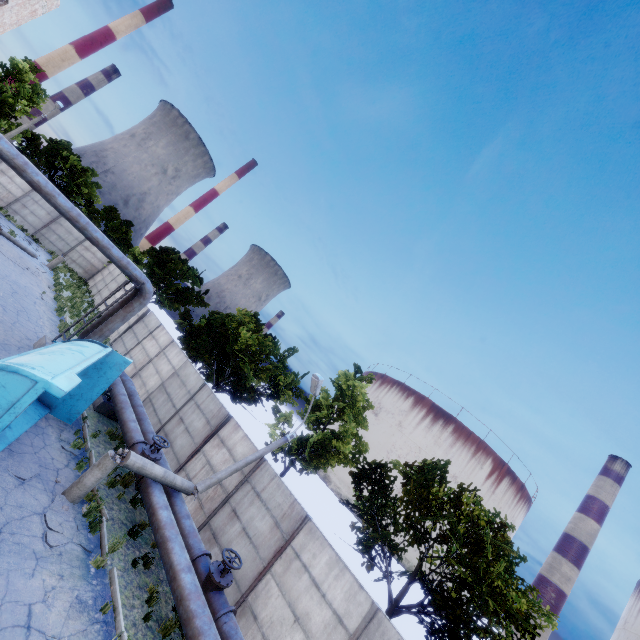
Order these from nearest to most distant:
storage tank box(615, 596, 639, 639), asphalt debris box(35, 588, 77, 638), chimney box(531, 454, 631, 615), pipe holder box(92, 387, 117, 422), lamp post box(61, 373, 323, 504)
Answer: asphalt debris box(35, 588, 77, 638), lamp post box(61, 373, 323, 504), pipe holder box(92, 387, 117, 422), chimney box(531, 454, 631, 615), storage tank box(615, 596, 639, 639)

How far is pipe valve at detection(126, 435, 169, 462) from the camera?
10.63m

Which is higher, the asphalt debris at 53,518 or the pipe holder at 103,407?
the pipe holder at 103,407

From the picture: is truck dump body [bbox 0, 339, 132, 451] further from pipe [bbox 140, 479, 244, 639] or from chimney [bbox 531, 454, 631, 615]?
chimney [bbox 531, 454, 631, 615]

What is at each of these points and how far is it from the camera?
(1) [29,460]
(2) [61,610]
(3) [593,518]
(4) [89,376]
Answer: (1) asphalt debris, 8.4m
(2) asphalt debris, 6.1m
(3) chimney, 50.5m
(4) truck dump body, 11.2m

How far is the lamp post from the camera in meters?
8.5

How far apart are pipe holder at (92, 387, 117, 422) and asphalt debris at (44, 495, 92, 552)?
6.03m

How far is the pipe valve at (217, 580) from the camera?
7.7 meters
